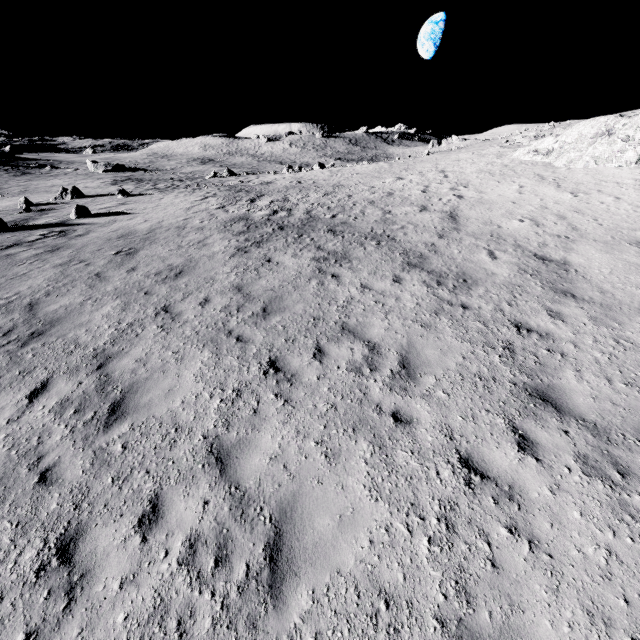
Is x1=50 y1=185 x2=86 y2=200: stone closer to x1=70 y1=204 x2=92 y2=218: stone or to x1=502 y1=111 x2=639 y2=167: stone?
x1=70 y1=204 x2=92 y2=218: stone

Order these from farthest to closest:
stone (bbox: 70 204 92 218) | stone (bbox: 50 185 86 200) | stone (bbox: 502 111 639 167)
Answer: stone (bbox: 50 185 86 200), stone (bbox: 70 204 92 218), stone (bbox: 502 111 639 167)

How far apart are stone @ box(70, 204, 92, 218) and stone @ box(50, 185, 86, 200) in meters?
14.5

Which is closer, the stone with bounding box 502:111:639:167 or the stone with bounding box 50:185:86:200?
the stone with bounding box 502:111:639:167

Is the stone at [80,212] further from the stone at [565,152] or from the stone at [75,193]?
the stone at [565,152]

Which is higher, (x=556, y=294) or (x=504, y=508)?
(x=556, y=294)

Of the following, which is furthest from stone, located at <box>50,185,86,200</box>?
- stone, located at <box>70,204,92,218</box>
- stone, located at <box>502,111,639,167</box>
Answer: stone, located at <box>502,111,639,167</box>

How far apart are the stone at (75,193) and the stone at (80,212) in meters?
14.5
